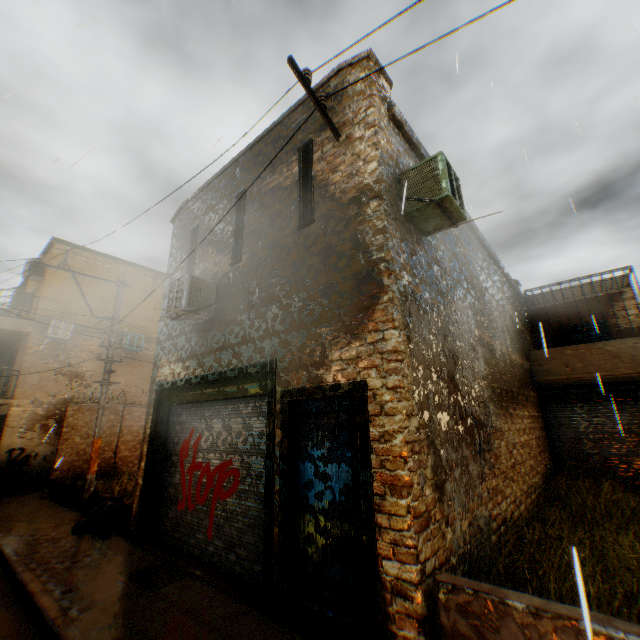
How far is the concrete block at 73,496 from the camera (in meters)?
9.91

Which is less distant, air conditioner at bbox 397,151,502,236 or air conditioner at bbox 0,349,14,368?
air conditioner at bbox 397,151,502,236

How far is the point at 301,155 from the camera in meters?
6.1 m

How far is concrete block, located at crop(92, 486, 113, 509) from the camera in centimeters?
849cm

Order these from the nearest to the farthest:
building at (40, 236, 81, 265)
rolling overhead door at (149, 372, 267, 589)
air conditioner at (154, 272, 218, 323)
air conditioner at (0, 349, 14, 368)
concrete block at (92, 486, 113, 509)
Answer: rolling overhead door at (149, 372, 267, 589), air conditioner at (154, 272, 218, 323), concrete block at (92, 486, 113, 509), building at (40, 236, 81, 265), air conditioner at (0, 349, 14, 368)

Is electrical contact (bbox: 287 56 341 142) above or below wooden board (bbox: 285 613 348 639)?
above

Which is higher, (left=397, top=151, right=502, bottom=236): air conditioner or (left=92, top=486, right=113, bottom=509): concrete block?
(left=397, top=151, right=502, bottom=236): air conditioner

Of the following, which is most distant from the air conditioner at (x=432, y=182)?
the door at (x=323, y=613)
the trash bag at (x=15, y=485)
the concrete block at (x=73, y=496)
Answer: the trash bag at (x=15, y=485)
